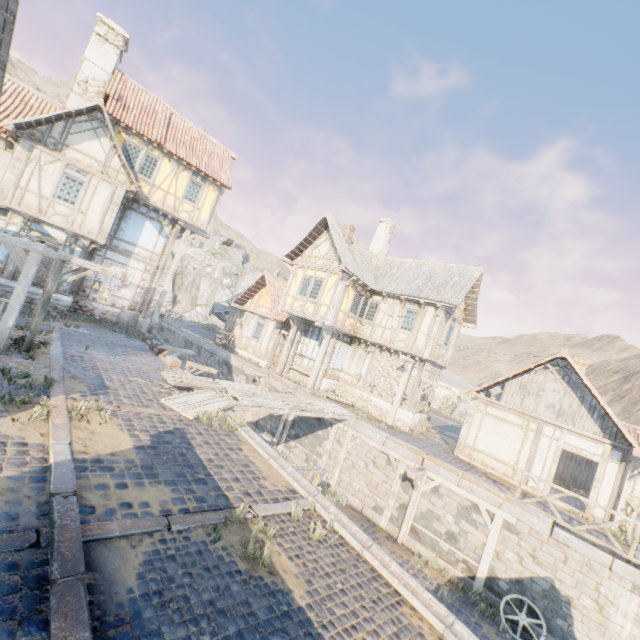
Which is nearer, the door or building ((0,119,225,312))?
building ((0,119,225,312))

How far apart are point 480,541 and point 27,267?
16.55m

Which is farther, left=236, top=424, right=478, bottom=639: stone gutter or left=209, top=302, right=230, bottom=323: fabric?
left=209, top=302, right=230, bottom=323: fabric

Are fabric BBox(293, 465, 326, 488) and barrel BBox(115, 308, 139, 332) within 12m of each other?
no

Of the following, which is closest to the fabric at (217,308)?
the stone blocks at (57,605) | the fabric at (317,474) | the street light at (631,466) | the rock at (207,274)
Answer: the stone blocks at (57,605)

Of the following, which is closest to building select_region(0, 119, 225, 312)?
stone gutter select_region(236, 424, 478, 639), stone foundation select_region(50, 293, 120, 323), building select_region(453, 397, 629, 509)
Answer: stone foundation select_region(50, 293, 120, 323)

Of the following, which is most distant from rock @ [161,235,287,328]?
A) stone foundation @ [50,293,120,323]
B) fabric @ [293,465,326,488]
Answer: fabric @ [293,465,326,488]

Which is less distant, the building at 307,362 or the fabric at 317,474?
the fabric at 317,474
